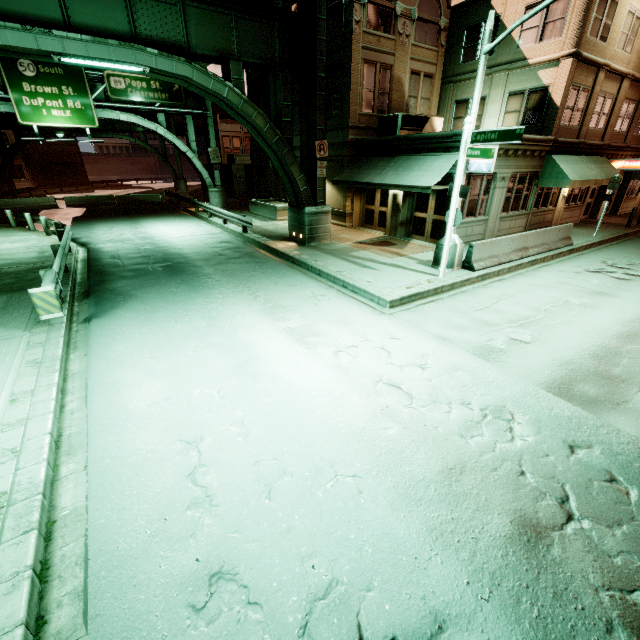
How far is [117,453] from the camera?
4.6m

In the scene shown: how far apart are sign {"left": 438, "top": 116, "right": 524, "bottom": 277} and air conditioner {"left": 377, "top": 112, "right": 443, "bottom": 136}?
7.4 meters

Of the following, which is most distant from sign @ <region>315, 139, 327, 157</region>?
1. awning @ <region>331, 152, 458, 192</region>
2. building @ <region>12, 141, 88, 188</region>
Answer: building @ <region>12, 141, 88, 188</region>

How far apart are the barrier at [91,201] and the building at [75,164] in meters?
33.1 m

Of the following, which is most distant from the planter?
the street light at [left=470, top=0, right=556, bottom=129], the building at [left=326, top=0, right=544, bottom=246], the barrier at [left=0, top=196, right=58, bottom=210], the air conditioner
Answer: the barrier at [left=0, top=196, right=58, bottom=210]

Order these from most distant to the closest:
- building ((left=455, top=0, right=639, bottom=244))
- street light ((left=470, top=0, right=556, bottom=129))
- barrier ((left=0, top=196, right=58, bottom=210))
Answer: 1. barrier ((left=0, top=196, right=58, bottom=210))
2. building ((left=455, top=0, right=639, bottom=244))
3. street light ((left=470, top=0, right=556, bottom=129))

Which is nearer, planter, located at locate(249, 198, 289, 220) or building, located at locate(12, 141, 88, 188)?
planter, located at locate(249, 198, 289, 220)

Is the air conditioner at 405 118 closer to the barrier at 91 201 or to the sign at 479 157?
the sign at 479 157
